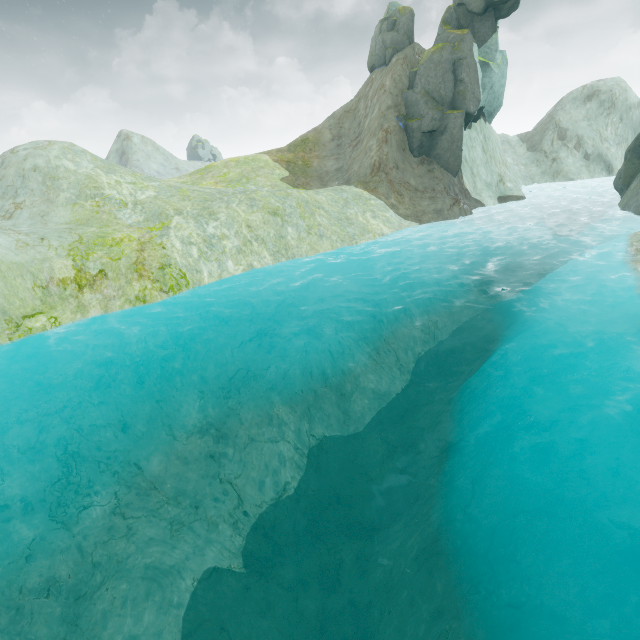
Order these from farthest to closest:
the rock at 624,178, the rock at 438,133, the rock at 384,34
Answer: the rock at 384,34 < the rock at 438,133 < the rock at 624,178

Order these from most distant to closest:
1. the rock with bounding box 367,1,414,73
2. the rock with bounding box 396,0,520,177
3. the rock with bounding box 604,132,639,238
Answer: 1. the rock with bounding box 367,1,414,73
2. the rock with bounding box 396,0,520,177
3. the rock with bounding box 604,132,639,238

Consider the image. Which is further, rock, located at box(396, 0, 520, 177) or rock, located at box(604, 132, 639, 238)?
rock, located at box(396, 0, 520, 177)

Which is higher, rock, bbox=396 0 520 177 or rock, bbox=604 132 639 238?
rock, bbox=396 0 520 177

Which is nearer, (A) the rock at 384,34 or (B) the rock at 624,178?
(B) the rock at 624,178

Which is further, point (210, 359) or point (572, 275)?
point (572, 275)
